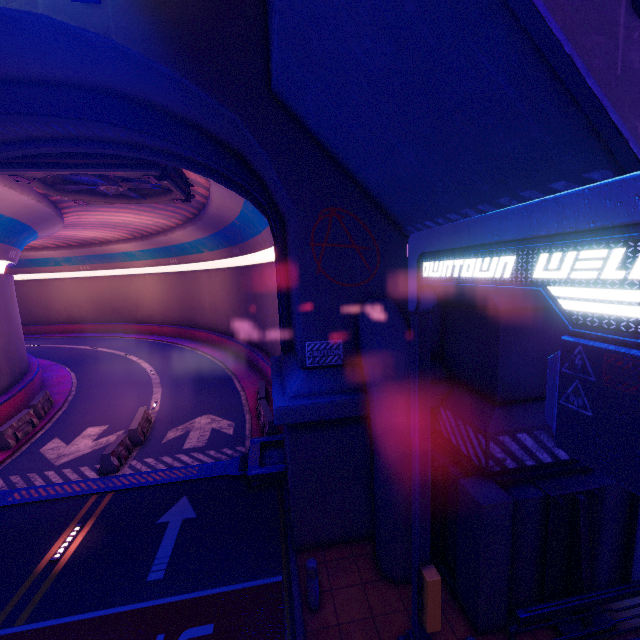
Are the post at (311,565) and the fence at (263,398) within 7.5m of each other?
yes

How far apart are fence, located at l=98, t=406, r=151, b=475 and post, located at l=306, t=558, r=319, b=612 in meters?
8.9 m

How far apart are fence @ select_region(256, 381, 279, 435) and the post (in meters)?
6.95

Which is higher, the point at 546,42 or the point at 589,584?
the point at 546,42

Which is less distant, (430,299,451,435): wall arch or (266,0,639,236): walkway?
(266,0,639,236): walkway

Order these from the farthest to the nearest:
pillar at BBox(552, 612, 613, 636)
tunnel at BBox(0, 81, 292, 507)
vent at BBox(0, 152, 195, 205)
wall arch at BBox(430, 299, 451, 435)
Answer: vent at BBox(0, 152, 195, 205) < tunnel at BBox(0, 81, 292, 507) < wall arch at BBox(430, 299, 451, 435) < pillar at BBox(552, 612, 613, 636)

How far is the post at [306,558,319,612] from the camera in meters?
6.4 m

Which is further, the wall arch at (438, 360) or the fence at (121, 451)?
the fence at (121, 451)
